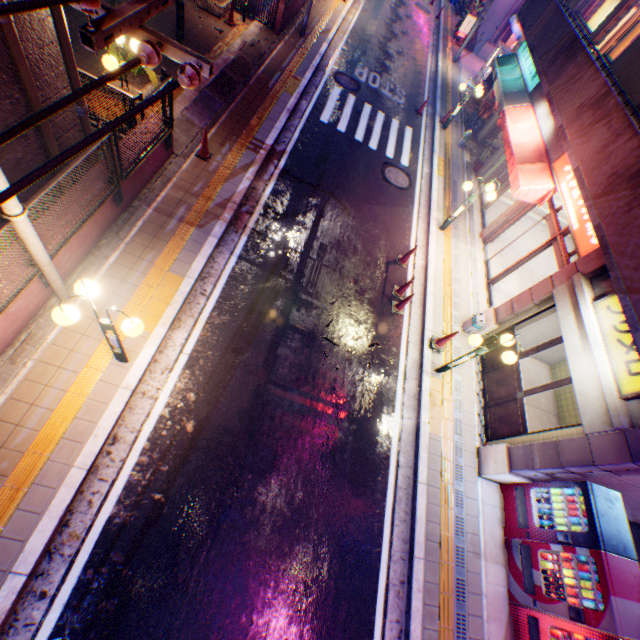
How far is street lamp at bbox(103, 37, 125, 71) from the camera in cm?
678

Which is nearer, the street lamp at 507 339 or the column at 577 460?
the column at 577 460

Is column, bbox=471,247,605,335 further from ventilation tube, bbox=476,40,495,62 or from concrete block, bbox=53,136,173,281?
ventilation tube, bbox=476,40,495,62

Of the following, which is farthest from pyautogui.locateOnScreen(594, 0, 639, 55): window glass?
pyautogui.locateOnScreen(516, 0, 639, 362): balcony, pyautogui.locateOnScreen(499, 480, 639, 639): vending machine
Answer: pyautogui.locateOnScreen(499, 480, 639, 639): vending machine

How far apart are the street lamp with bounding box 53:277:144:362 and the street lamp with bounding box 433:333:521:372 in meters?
6.4

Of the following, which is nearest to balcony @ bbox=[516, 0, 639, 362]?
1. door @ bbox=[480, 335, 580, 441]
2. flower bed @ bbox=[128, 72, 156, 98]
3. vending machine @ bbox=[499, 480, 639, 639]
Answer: door @ bbox=[480, 335, 580, 441]

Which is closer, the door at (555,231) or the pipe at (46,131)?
the pipe at (46,131)

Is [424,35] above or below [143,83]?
below
